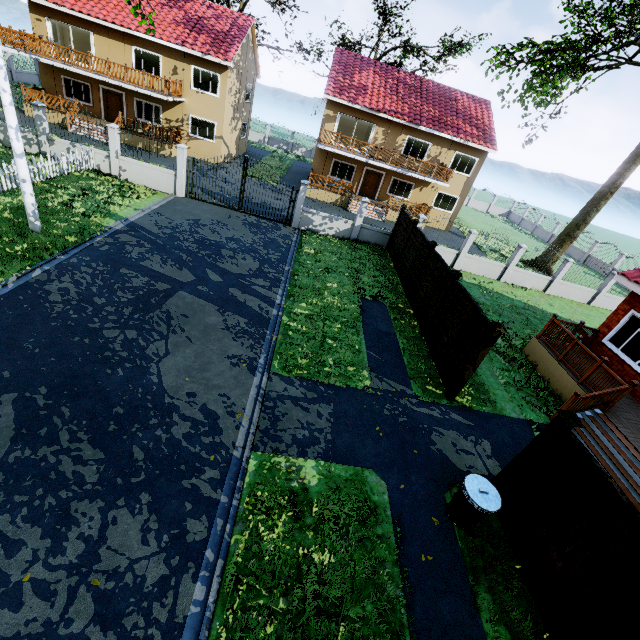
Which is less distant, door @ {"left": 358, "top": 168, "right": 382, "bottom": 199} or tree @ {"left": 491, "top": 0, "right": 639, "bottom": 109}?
tree @ {"left": 491, "top": 0, "right": 639, "bottom": 109}

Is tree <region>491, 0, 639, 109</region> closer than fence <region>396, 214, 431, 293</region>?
No

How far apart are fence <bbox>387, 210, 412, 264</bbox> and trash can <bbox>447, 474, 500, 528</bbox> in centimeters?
1175cm

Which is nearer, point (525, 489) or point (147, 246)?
point (525, 489)

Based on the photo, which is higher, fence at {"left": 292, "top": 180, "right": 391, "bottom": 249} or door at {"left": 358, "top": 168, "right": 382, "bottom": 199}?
door at {"left": 358, "top": 168, "right": 382, "bottom": 199}

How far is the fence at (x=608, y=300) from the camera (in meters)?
Result: 11.70

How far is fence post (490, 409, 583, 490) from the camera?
5.33m

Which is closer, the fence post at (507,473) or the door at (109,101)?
the fence post at (507,473)
